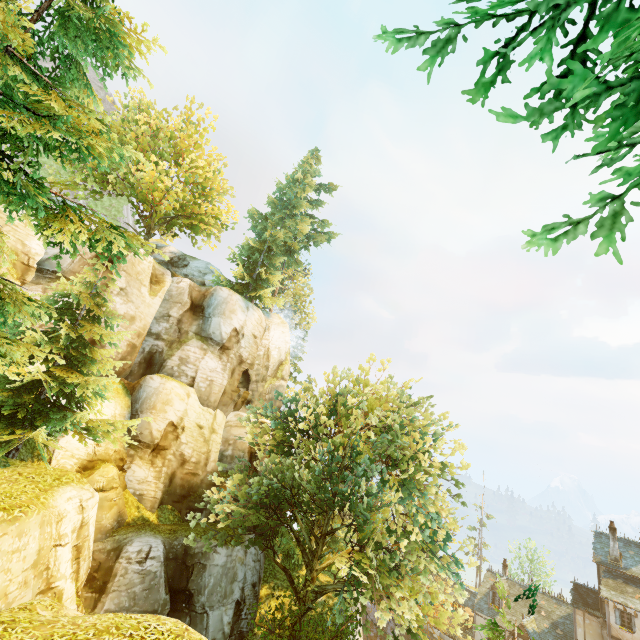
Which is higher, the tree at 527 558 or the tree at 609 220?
the tree at 609 220

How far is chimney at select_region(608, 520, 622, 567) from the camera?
29.5m

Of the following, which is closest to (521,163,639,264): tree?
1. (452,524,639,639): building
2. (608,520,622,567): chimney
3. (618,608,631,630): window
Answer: (452,524,639,639): building

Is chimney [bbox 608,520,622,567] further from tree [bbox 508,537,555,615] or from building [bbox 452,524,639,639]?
tree [bbox 508,537,555,615]

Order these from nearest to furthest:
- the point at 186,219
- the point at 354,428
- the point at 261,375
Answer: the point at 354,428, the point at 186,219, the point at 261,375

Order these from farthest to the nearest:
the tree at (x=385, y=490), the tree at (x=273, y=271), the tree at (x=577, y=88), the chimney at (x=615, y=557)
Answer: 1. the tree at (x=273, y=271)
2. the chimney at (x=615, y=557)
3. the tree at (x=385, y=490)
4. the tree at (x=577, y=88)
